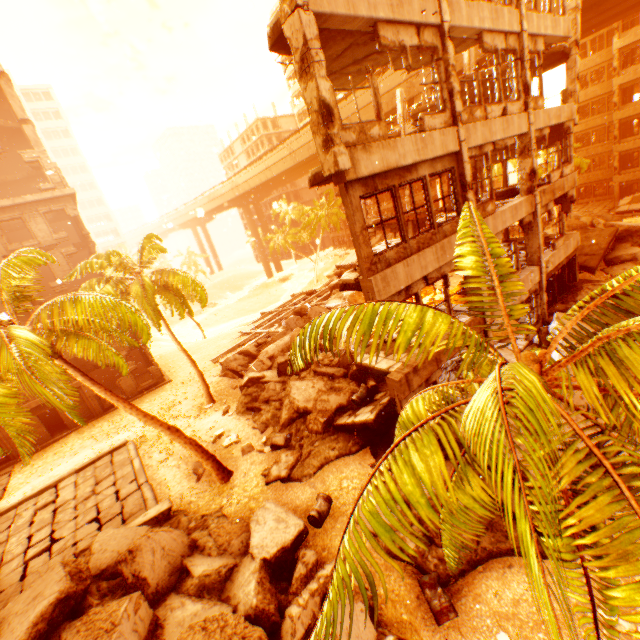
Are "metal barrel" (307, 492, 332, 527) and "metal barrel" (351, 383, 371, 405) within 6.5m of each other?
yes

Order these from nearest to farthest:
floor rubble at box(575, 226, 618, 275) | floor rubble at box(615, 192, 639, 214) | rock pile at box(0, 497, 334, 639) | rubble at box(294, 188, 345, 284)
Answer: rock pile at box(0, 497, 334, 639)
floor rubble at box(575, 226, 618, 275)
floor rubble at box(615, 192, 639, 214)
rubble at box(294, 188, 345, 284)

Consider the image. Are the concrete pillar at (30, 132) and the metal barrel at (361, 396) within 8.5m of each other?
no

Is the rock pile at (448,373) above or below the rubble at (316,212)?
below

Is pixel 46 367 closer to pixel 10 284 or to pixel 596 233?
pixel 10 284

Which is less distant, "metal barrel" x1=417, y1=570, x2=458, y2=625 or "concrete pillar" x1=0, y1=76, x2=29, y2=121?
"metal barrel" x1=417, y1=570, x2=458, y2=625

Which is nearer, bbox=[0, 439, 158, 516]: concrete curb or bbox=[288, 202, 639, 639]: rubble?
bbox=[288, 202, 639, 639]: rubble

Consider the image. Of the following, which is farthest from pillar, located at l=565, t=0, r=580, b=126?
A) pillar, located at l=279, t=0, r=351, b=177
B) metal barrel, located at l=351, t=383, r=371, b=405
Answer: metal barrel, located at l=351, t=383, r=371, b=405
